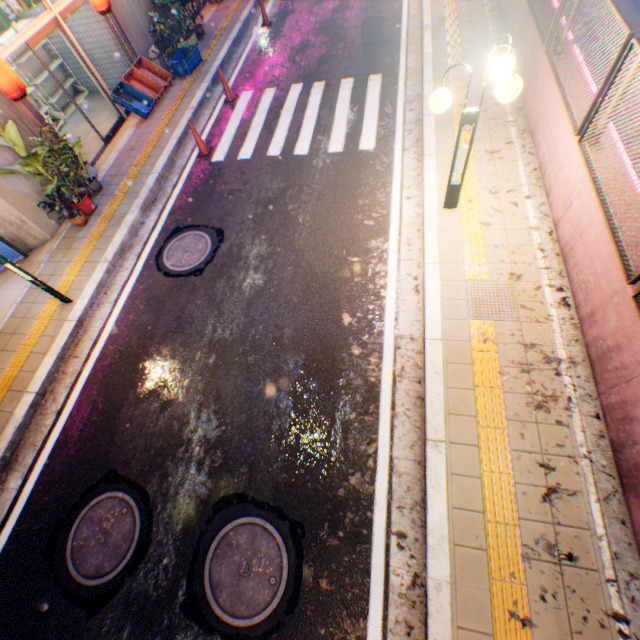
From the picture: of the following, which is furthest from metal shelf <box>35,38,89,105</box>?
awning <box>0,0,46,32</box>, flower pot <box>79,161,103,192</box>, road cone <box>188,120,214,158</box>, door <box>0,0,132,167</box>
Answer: road cone <box>188,120,214,158</box>

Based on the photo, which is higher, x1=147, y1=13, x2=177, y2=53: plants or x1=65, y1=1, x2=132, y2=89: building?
x1=147, y1=13, x2=177, y2=53: plants

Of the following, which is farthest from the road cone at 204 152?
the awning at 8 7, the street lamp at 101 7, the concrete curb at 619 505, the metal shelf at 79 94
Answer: the concrete curb at 619 505

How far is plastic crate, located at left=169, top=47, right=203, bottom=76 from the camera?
10.0 meters

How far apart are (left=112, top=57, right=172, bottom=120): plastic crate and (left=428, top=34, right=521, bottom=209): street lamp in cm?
854

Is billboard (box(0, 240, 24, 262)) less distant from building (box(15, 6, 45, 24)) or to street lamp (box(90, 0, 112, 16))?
building (box(15, 6, 45, 24))

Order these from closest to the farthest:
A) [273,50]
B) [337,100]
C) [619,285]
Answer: [619,285] → [337,100] → [273,50]

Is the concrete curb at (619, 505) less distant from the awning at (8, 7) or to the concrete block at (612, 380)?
the concrete block at (612, 380)
